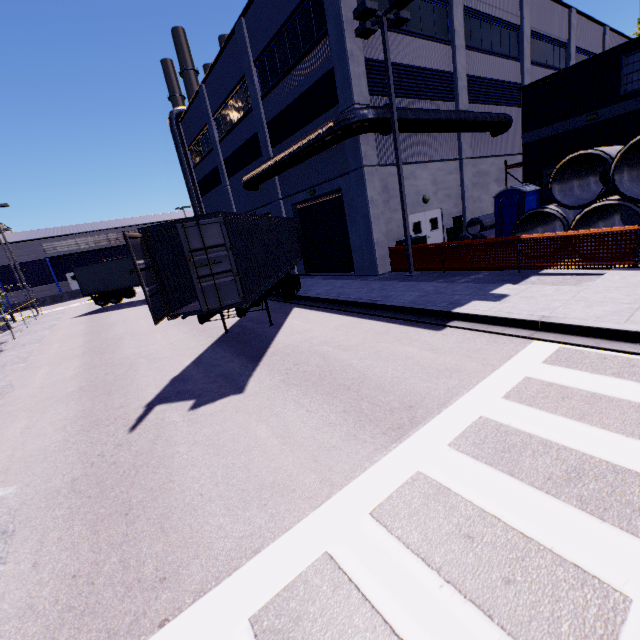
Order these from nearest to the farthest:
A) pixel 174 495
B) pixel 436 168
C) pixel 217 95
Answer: pixel 174 495, pixel 436 168, pixel 217 95

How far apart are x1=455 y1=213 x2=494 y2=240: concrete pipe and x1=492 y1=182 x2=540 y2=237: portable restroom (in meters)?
0.38

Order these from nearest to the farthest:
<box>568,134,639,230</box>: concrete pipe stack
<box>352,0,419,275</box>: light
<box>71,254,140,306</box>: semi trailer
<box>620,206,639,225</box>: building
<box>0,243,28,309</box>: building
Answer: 1. <box>568,134,639,230</box>: concrete pipe stack
2. <box>352,0,419,275</box>: light
3. <box>620,206,639,225</box>: building
4. <box>71,254,140,306</box>: semi trailer
5. <box>0,243,28,309</box>: building

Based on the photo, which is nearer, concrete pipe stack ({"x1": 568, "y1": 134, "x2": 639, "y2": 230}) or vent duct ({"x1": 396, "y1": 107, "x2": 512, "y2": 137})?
concrete pipe stack ({"x1": 568, "y1": 134, "x2": 639, "y2": 230})

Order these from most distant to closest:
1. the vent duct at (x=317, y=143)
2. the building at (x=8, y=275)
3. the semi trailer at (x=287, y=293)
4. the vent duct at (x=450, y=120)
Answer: the building at (x=8, y=275) → the vent duct at (x=450, y=120) → the vent duct at (x=317, y=143) → the semi trailer at (x=287, y=293)

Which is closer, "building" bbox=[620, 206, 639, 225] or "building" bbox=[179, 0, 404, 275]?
"building" bbox=[179, 0, 404, 275]

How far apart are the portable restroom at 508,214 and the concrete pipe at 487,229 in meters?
0.4

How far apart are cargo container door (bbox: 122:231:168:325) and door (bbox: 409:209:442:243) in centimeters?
1318cm
